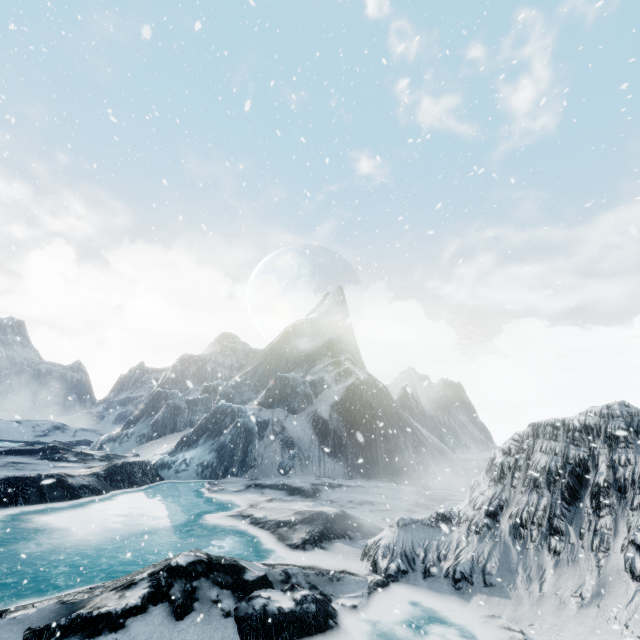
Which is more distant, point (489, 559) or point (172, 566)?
point (489, 559)
